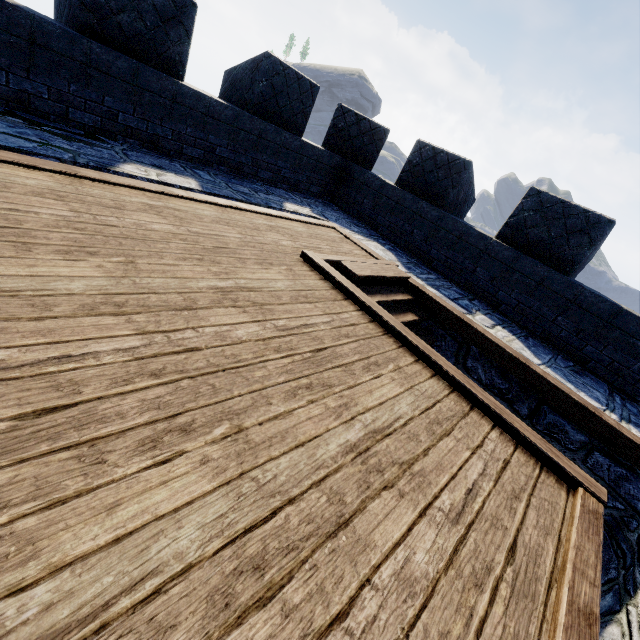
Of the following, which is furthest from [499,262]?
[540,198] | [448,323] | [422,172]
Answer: [422,172]
